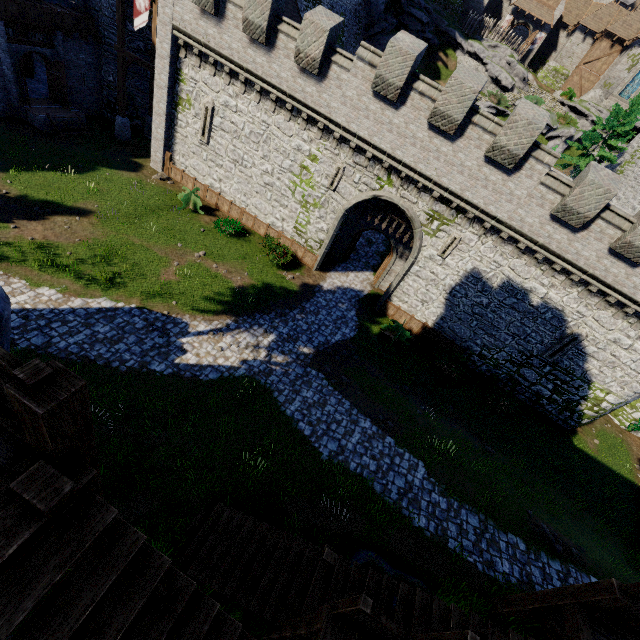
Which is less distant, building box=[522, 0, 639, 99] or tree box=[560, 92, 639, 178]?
tree box=[560, 92, 639, 178]

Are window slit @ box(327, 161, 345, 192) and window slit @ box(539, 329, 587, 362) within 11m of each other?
no

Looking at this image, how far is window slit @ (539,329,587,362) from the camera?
17.28m

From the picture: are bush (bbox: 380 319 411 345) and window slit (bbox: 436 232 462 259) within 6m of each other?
yes

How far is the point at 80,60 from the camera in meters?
21.3

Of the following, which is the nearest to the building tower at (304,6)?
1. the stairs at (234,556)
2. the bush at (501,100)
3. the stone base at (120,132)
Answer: the stone base at (120,132)

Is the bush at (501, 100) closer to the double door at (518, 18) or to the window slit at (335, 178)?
the double door at (518, 18)

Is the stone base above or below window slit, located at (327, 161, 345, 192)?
below
